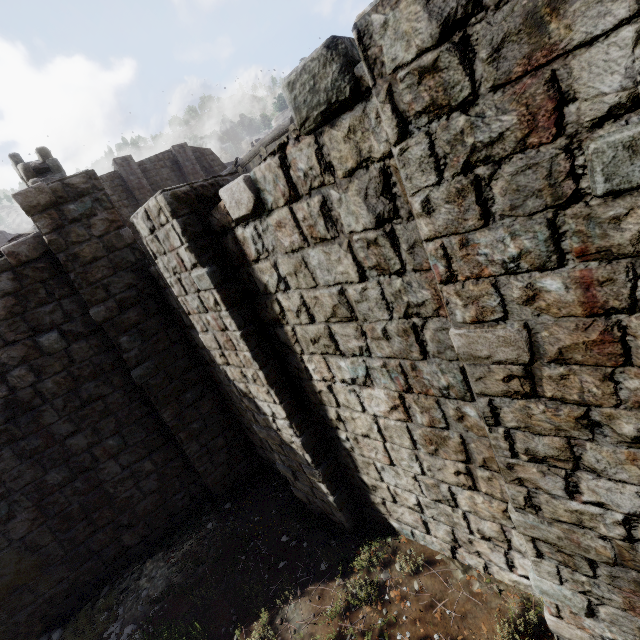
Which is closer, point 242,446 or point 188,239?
point 188,239
